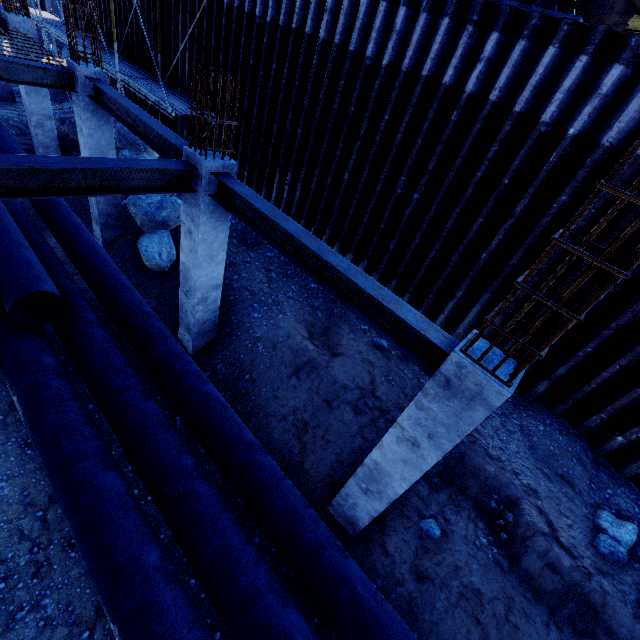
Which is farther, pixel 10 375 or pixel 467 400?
pixel 10 375

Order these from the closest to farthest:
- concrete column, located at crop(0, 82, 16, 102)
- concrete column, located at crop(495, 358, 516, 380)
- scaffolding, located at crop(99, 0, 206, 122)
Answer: concrete column, located at crop(495, 358, 516, 380)
scaffolding, located at crop(99, 0, 206, 122)
concrete column, located at crop(0, 82, 16, 102)

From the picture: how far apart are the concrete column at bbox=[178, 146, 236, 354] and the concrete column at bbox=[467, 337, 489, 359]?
4.36m

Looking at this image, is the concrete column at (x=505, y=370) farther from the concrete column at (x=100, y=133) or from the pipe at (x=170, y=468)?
the concrete column at (x=100, y=133)

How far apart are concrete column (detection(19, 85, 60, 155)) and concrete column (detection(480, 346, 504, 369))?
14.35m

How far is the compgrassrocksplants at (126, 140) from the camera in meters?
11.6

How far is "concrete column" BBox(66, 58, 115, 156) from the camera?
7.0 meters
